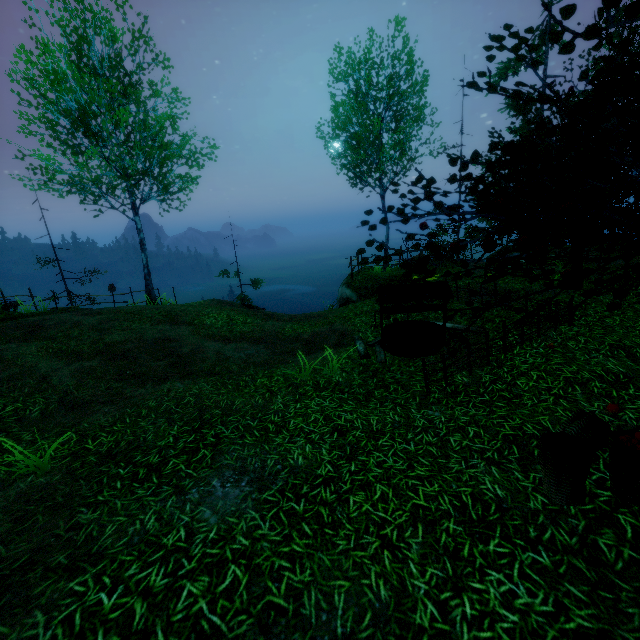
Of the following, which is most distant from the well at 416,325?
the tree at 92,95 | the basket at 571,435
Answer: the basket at 571,435

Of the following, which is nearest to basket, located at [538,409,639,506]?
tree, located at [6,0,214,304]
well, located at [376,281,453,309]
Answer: tree, located at [6,0,214,304]

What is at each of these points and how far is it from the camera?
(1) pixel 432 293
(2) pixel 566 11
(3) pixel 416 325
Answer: (1) well, 7.73m
(2) tree, 2.64m
(3) well, 8.99m

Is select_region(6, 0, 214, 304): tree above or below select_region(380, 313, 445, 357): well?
above

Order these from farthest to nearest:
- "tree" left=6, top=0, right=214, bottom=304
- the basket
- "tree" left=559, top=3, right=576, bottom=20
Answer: "tree" left=6, top=0, right=214, bottom=304, the basket, "tree" left=559, top=3, right=576, bottom=20

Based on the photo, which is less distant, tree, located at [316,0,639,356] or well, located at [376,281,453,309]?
tree, located at [316,0,639,356]

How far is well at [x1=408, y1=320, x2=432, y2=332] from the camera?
8.77m

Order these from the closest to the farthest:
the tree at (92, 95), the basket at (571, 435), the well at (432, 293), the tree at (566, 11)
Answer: the tree at (566, 11), the basket at (571, 435), the well at (432, 293), the tree at (92, 95)
